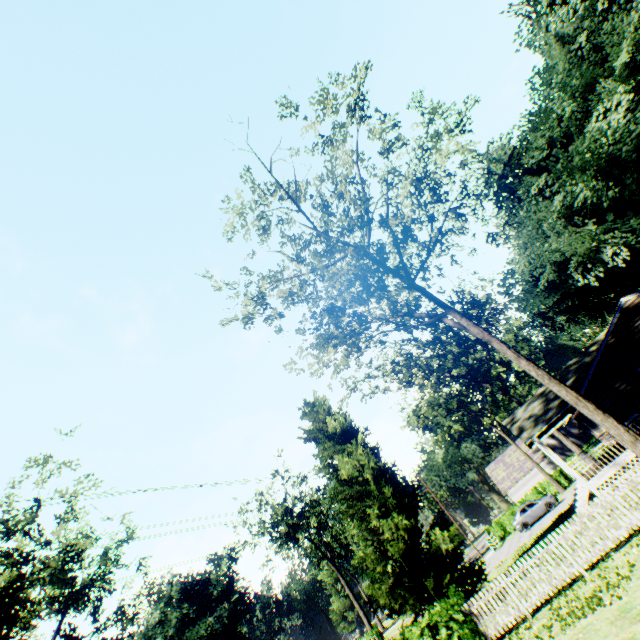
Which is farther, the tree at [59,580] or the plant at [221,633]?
the plant at [221,633]

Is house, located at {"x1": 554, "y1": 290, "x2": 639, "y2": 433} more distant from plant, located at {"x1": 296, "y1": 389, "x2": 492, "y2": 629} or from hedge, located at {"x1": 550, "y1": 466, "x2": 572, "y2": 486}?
hedge, located at {"x1": 550, "y1": 466, "x2": 572, "y2": 486}

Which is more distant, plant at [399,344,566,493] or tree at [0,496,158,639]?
plant at [399,344,566,493]

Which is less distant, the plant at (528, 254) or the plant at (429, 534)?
the plant at (429, 534)

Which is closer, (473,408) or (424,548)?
(424,548)

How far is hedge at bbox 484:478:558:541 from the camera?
38.0 meters

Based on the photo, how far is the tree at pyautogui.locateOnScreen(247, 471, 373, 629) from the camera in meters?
41.2

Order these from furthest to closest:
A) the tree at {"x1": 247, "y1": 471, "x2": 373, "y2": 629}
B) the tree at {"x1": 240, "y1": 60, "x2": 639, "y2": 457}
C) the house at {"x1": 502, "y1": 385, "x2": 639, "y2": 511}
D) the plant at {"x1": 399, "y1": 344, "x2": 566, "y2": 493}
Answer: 1. the tree at {"x1": 247, "y1": 471, "x2": 373, "y2": 629}
2. the plant at {"x1": 399, "y1": 344, "x2": 566, "y2": 493}
3. the house at {"x1": 502, "y1": 385, "x2": 639, "y2": 511}
4. the tree at {"x1": 240, "y1": 60, "x2": 639, "y2": 457}
